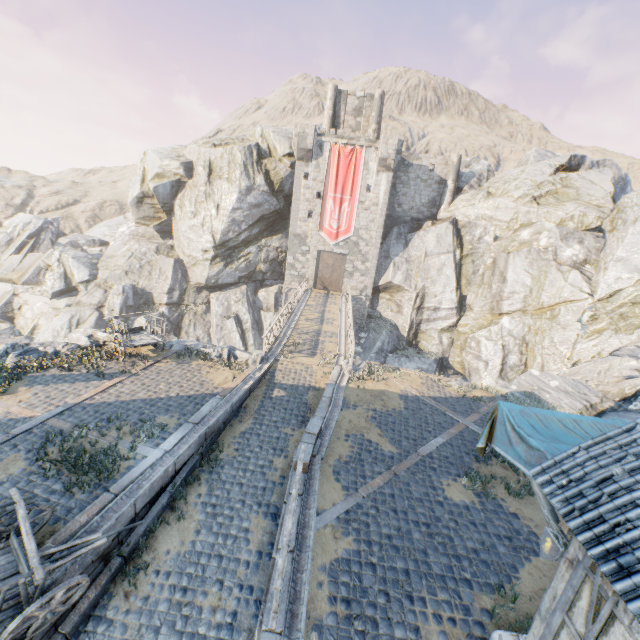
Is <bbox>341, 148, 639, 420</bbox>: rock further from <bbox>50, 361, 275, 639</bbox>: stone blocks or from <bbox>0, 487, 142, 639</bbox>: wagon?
<bbox>0, 487, 142, 639</bbox>: wagon

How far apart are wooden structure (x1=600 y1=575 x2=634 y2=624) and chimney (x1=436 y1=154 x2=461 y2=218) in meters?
33.0 m

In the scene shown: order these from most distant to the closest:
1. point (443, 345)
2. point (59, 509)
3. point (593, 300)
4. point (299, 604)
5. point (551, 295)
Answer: point (443, 345) < point (551, 295) < point (593, 300) < point (59, 509) < point (299, 604)

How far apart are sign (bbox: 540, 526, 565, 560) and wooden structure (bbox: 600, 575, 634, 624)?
1.36m

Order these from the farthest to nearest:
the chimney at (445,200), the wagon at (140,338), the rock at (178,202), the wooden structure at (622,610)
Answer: the chimney at (445,200)
the rock at (178,202)
the wagon at (140,338)
the wooden structure at (622,610)

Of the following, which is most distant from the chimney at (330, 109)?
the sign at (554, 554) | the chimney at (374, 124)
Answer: the sign at (554, 554)

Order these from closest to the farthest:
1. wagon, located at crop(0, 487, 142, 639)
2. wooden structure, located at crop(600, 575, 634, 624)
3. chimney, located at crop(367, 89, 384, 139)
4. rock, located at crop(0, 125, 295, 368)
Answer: wooden structure, located at crop(600, 575, 634, 624), wagon, located at crop(0, 487, 142, 639), rock, located at crop(0, 125, 295, 368), chimney, located at crop(367, 89, 384, 139)

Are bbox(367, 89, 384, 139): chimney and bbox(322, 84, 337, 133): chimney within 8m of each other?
yes
